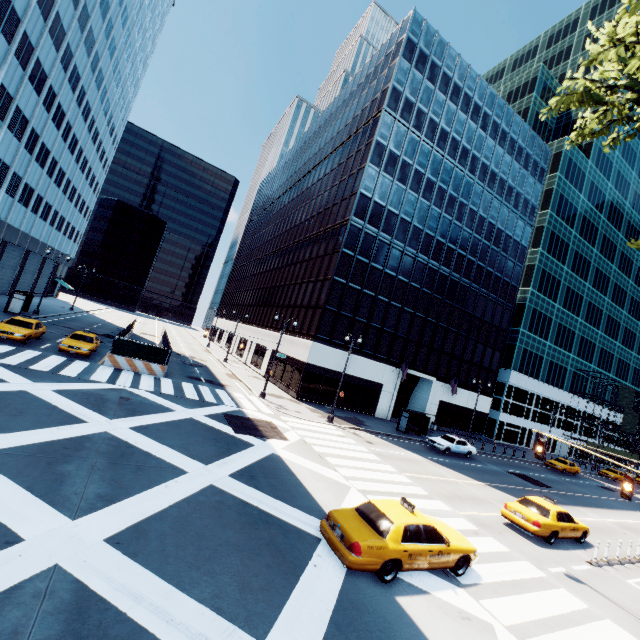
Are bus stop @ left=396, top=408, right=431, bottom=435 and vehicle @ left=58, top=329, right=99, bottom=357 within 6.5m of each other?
no

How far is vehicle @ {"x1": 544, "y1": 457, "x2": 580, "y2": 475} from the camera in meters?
37.6

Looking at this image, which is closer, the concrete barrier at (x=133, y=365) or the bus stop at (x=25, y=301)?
the concrete barrier at (x=133, y=365)

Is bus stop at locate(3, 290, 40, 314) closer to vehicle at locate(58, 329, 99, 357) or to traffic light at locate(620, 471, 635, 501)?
vehicle at locate(58, 329, 99, 357)

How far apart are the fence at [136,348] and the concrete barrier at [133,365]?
0.0m

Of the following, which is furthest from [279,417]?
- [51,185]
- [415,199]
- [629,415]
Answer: [629,415]

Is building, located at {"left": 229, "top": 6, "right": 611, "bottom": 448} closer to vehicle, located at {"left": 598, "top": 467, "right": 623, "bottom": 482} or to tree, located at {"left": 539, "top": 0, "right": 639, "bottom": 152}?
vehicle, located at {"left": 598, "top": 467, "right": 623, "bottom": 482}

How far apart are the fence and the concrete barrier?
0.0m
